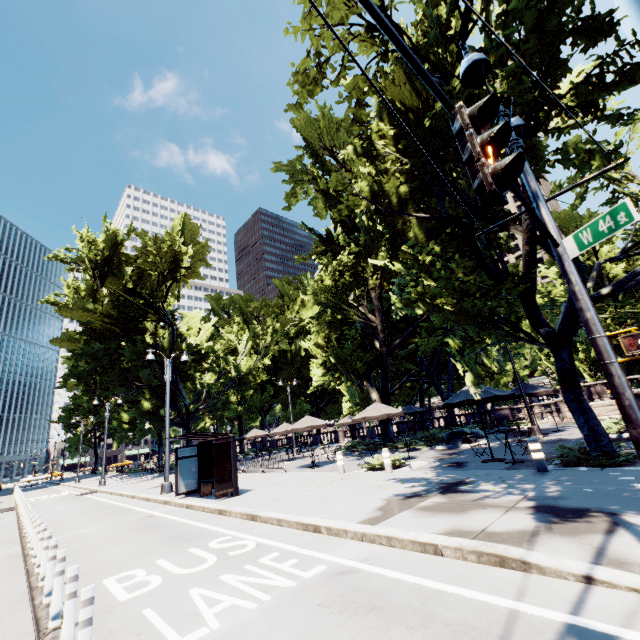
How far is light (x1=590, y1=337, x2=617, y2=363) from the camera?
4.1 meters

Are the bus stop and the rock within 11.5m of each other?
no

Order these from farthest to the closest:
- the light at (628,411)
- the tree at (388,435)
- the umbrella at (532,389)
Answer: the tree at (388,435) → the umbrella at (532,389) → the light at (628,411)

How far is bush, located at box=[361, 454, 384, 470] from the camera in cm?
1343

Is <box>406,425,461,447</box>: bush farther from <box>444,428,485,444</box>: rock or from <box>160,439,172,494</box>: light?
<box>160,439,172,494</box>: light

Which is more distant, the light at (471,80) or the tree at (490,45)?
the tree at (490,45)

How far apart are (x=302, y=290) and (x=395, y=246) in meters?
39.3
